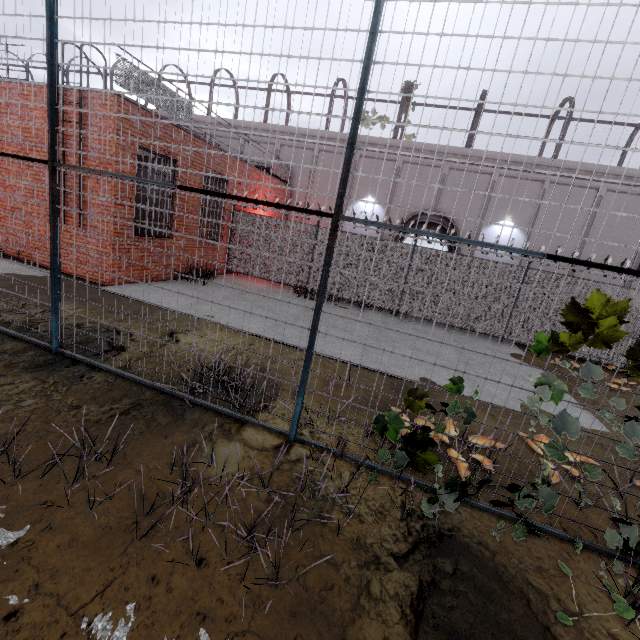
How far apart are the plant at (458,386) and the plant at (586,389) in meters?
0.6

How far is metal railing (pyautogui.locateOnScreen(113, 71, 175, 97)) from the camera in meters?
8.3 m

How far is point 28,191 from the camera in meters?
9.6

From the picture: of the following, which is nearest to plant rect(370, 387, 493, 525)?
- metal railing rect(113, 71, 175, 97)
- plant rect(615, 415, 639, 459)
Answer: plant rect(615, 415, 639, 459)

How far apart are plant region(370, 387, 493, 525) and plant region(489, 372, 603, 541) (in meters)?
0.61

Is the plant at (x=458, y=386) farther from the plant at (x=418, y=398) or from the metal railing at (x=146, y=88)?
the metal railing at (x=146, y=88)

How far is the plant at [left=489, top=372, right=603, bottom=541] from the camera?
2.8 meters

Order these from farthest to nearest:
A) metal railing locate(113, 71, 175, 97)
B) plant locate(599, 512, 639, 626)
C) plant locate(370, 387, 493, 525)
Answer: metal railing locate(113, 71, 175, 97) < plant locate(370, 387, 493, 525) < plant locate(599, 512, 639, 626)
